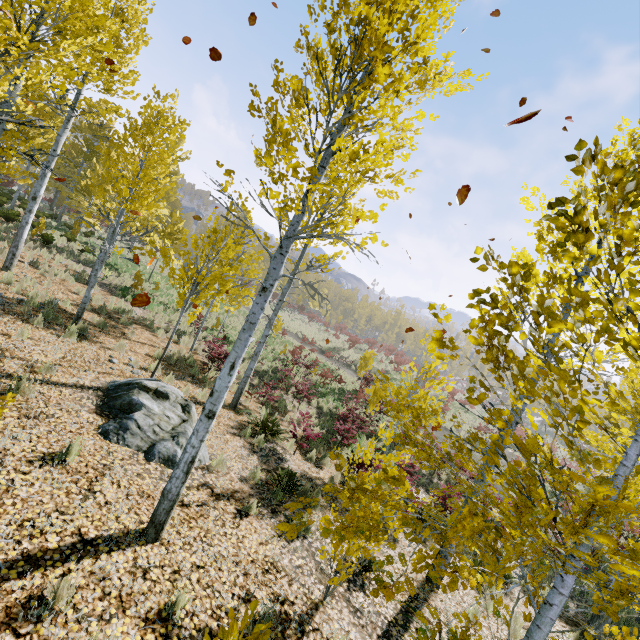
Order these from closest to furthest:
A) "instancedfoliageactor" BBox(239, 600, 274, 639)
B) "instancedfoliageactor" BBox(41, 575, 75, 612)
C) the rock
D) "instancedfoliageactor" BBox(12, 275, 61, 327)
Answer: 1. "instancedfoliageactor" BBox(239, 600, 274, 639)
2. "instancedfoliageactor" BBox(41, 575, 75, 612)
3. the rock
4. "instancedfoliageactor" BBox(12, 275, 61, 327)

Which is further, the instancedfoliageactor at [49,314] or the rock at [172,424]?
the instancedfoliageactor at [49,314]

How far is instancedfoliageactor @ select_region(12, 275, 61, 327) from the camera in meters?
8.2

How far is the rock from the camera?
5.67m

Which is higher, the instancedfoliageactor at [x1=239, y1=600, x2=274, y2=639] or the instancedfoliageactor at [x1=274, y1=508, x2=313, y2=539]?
the instancedfoliageactor at [x1=274, y1=508, x2=313, y2=539]

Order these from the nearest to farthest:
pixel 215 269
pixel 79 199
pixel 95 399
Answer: pixel 95 399, pixel 215 269, pixel 79 199

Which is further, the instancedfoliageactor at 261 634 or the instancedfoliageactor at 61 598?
the instancedfoliageactor at 61 598
